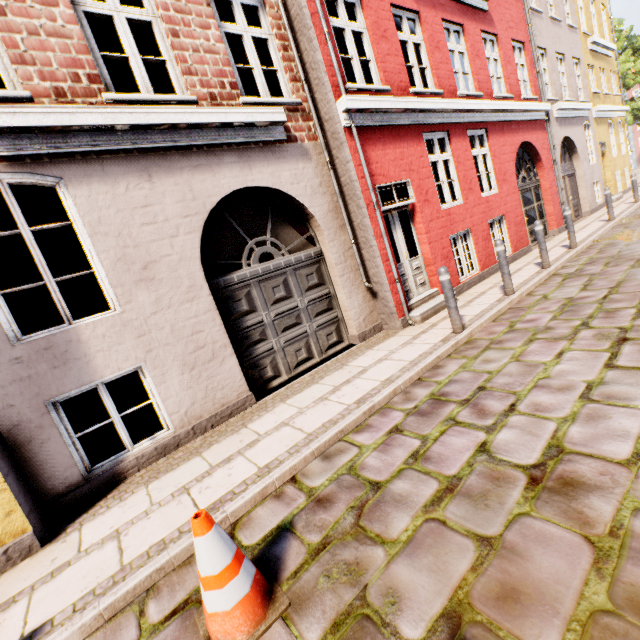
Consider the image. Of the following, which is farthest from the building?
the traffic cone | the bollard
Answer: the traffic cone

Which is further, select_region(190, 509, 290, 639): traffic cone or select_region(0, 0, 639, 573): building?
select_region(0, 0, 639, 573): building

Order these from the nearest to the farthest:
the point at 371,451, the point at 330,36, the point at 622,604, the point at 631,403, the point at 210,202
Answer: A: the point at 622,604 → the point at 631,403 → the point at 371,451 → the point at 210,202 → the point at 330,36

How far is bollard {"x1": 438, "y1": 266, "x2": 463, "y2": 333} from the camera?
5.11m

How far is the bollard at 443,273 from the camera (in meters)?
5.11

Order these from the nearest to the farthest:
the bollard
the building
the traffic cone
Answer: the traffic cone → the building → the bollard

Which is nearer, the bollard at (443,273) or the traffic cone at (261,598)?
the traffic cone at (261,598)
